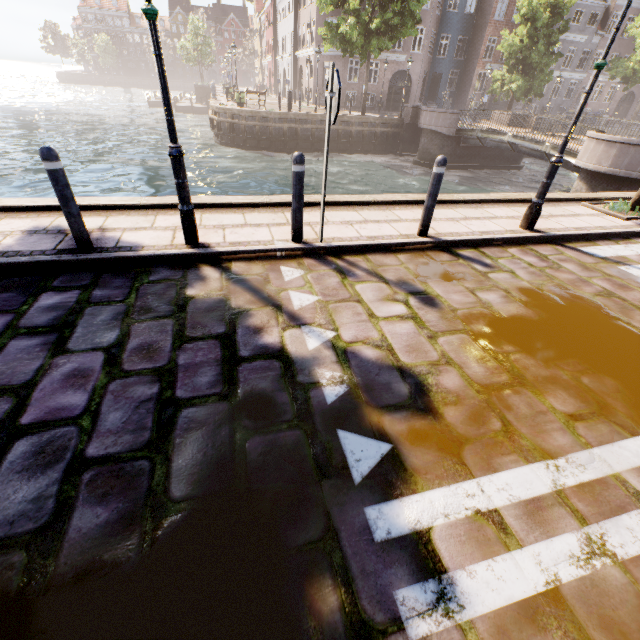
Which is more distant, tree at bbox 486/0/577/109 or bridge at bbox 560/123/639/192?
tree at bbox 486/0/577/109

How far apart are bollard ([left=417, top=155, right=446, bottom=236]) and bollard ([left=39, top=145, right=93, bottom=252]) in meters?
4.5

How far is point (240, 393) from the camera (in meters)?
2.42

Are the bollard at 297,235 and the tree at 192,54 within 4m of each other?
no

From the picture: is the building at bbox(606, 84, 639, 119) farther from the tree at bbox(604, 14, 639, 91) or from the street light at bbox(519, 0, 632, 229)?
the street light at bbox(519, 0, 632, 229)

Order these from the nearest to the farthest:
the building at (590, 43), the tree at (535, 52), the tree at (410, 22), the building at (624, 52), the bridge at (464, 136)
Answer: the bridge at (464, 136) → the tree at (410, 22) → the tree at (535, 52) → the building at (590, 43) → the building at (624, 52)

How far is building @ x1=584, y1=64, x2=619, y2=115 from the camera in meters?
36.2 m

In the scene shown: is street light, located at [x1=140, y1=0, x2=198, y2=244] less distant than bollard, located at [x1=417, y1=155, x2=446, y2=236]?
Yes
